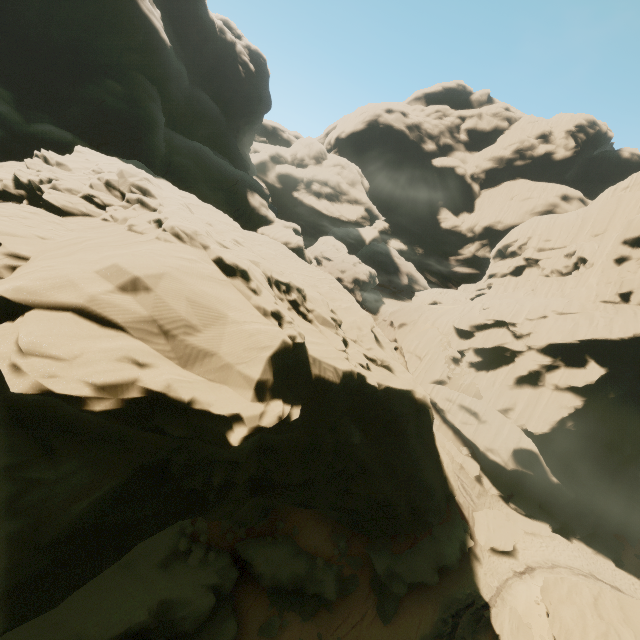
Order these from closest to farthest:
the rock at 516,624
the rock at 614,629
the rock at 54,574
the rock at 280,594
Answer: the rock at 54,574
the rock at 614,629
the rock at 280,594
the rock at 516,624

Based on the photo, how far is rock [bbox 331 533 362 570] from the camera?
18.84m

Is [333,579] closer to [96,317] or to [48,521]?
[48,521]

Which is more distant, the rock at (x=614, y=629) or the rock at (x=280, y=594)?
the rock at (x=280, y=594)

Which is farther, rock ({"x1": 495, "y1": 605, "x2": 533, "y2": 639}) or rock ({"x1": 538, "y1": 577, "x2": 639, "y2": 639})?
rock ({"x1": 495, "y1": 605, "x2": 533, "y2": 639})
